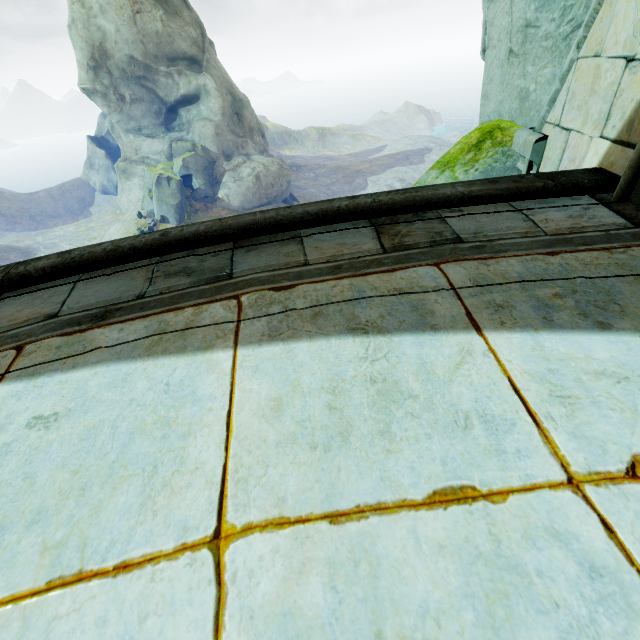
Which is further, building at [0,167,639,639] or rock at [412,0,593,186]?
rock at [412,0,593,186]

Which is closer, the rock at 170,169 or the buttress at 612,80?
the buttress at 612,80

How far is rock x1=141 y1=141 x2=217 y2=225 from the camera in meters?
28.4 m

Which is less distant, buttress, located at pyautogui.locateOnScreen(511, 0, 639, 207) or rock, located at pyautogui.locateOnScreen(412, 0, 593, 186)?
buttress, located at pyautogui.locateOnScreen(511, 0, 639, 207)

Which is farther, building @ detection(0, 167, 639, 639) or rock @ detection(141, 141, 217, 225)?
rock @ detection(141, 141, 217, 225)

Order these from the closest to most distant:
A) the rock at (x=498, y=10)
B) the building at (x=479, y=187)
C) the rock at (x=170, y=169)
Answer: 1. the building at (x=479, y=187)
2. the rock at (x=498, y=10)
3. the rock at (x=170, y=169)

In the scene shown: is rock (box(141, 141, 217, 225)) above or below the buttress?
below

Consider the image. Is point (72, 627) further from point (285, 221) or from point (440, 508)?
point (285, 221)
